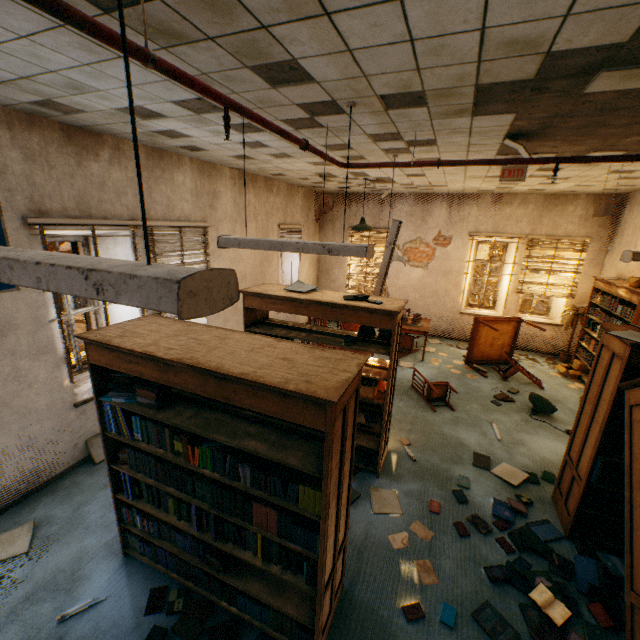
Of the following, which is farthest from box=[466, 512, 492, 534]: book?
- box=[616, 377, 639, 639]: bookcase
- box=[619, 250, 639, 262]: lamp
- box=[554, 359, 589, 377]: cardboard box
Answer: box=[554, 359, 589, 377]: cardboard box

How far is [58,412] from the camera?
3.8 meters

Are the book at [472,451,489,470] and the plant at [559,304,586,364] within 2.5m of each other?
no

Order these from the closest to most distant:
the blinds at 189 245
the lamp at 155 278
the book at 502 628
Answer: the lamp at 155 278 → the book at 502 628 → the blinds at 189 245

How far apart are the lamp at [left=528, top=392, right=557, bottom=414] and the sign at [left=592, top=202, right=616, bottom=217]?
3.0m

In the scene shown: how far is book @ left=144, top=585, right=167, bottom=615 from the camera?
2.6m

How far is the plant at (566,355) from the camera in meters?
7.6 m

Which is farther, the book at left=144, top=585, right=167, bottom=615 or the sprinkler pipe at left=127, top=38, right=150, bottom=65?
the book at left=144, top=585, right=167, bottom=615
